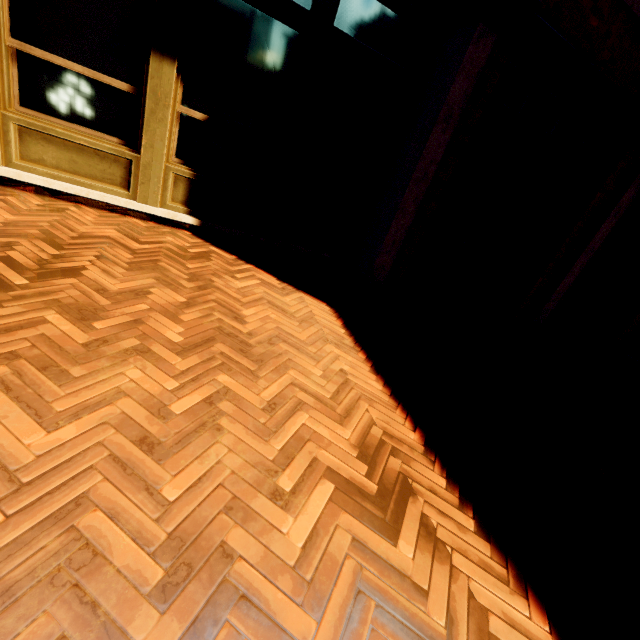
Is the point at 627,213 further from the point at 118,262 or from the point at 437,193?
the point at 118,262
